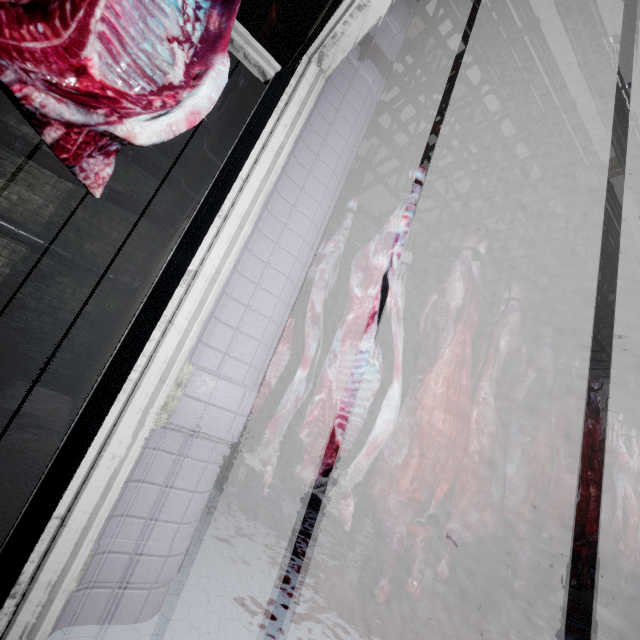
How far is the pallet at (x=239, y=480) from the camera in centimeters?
246cm

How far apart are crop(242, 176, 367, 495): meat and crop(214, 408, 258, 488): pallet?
0.8m

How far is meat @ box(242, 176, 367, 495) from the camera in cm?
155

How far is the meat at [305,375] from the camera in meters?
1.5 m

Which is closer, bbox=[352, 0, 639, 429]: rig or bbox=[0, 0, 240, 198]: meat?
bbox=[0, 0, 240, 198]: meat

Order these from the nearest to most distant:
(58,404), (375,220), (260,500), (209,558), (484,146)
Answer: (209,558)
(260,500)
(58,404)
(484,146)
(375,220)

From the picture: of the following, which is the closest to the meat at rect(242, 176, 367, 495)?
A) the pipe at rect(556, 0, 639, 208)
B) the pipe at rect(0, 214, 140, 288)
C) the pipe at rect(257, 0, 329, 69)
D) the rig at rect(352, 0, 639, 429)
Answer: the rig at rect(352, 0, 639, 429)

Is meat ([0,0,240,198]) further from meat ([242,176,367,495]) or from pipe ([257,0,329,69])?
meat ([242,176,367,495])
